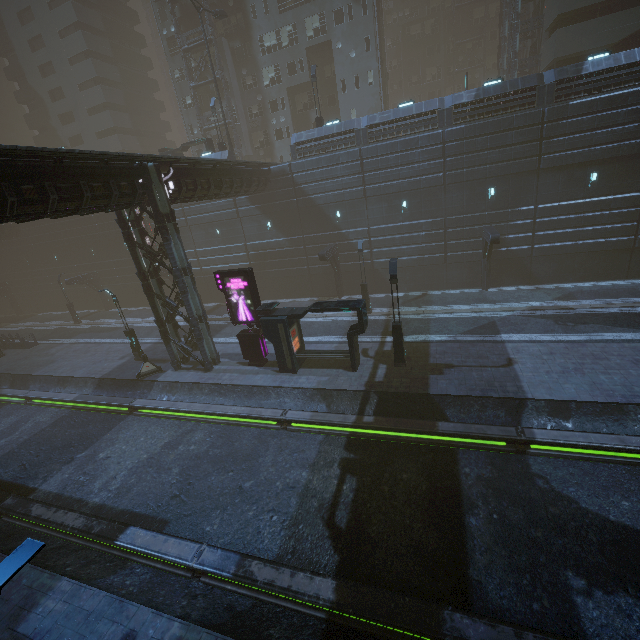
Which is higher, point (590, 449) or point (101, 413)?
point (590, 449)

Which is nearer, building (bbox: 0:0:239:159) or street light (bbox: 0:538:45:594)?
street light (bbox: 0:538:45:594)

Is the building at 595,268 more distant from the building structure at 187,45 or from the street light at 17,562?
the street light at 17,562

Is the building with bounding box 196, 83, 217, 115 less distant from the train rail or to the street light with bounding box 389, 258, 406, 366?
the train rail

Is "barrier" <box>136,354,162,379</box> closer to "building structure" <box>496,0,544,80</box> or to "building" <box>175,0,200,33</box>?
"building" <box>175,0,200,33</box>

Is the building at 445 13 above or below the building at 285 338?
above

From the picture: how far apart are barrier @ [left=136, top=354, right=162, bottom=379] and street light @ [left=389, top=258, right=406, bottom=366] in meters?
15.1

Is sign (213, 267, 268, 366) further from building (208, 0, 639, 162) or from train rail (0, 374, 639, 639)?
train rail (0, 374, 639, 639)
